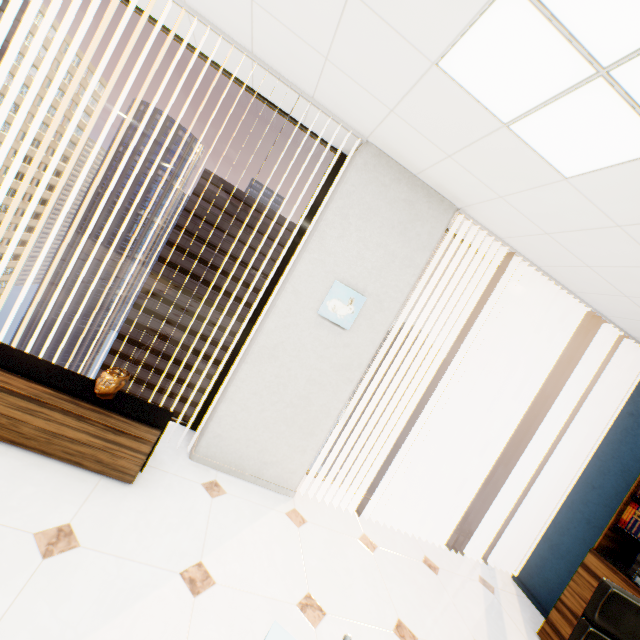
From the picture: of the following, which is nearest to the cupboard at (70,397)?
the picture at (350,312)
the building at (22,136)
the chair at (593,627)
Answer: the picture at (350,312)

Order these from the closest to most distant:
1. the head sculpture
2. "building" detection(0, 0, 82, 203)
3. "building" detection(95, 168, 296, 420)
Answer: the head sculpture → "building" detection(0, 0, 82, 203) → "building" detection(95, 168, 296, 420)

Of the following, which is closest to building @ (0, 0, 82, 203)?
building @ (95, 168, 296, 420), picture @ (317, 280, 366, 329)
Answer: building @ (95, 168, 296, 420)

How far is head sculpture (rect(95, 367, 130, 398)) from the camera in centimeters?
218cm

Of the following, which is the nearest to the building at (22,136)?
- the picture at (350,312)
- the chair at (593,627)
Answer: the picture at (350,312)

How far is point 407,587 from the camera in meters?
2.6

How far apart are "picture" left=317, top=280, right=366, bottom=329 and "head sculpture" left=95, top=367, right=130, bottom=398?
1.49m

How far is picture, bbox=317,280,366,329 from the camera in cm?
270
